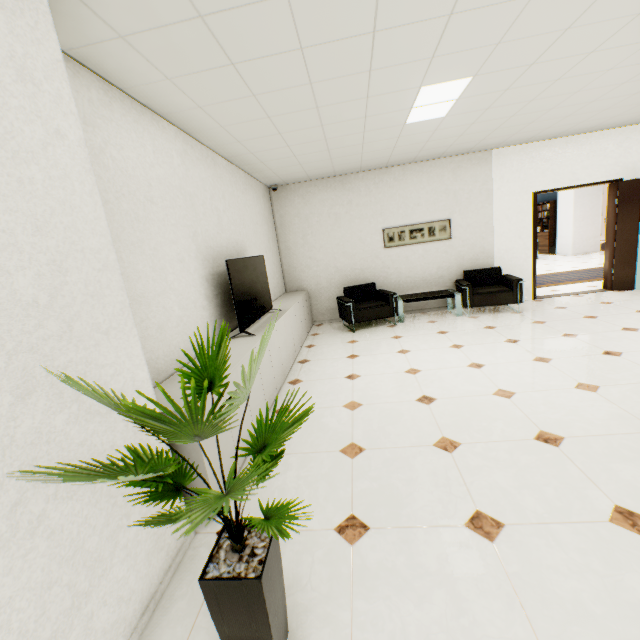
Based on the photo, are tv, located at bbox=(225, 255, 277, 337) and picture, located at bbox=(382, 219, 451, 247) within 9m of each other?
yes

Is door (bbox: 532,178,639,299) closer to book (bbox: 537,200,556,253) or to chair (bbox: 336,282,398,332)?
chair (bbox: 336,282,398,332)

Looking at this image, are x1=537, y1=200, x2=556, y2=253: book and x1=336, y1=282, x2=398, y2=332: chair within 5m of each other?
no

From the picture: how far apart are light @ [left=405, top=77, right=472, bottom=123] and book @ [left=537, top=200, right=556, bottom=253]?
12.8 meters

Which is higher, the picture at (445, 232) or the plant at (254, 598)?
the picture at (445, 232)

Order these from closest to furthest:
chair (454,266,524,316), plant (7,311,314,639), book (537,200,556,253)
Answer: plant (7,311,314,639) < chair (454,266,524,316) < book (537,200,556,253)

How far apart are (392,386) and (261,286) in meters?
2.2

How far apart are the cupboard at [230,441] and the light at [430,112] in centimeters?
289cm
